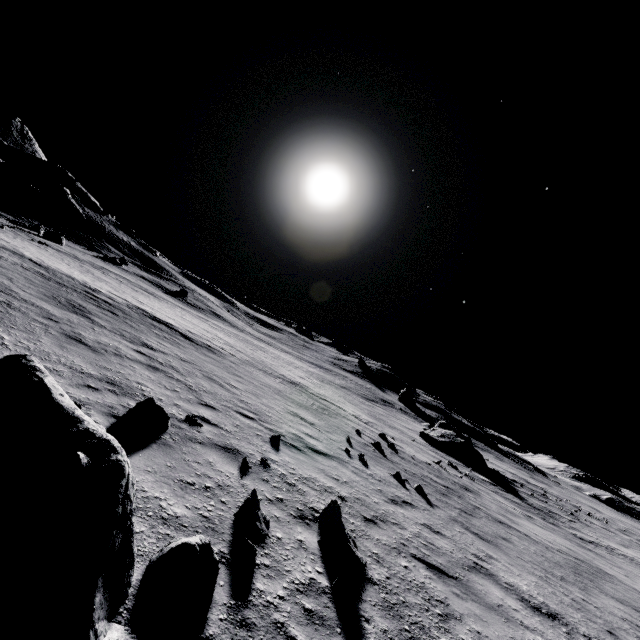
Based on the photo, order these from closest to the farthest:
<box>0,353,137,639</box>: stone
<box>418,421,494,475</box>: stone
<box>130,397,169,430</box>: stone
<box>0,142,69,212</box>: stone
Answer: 1. <box>0,353,137,639</box>: stone
2. <box>130,397,169,430</box>: stone
3. <box>418,421,494,475</box>: stone
4. <box>0,142,69,212</box>: stone

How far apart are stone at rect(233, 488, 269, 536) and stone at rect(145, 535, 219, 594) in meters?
1.1

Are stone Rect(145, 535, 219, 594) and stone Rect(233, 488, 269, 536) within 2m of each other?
yes

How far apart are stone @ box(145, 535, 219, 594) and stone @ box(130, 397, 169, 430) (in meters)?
2.84

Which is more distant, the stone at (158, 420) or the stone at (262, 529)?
the stone at (158, 420)

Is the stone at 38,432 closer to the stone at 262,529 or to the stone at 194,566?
the stone at 194,566

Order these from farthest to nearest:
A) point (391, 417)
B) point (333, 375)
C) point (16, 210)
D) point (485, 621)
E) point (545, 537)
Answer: point (333, 375), point (16, 210), point (391, 417), point (545, 537), point (485, 621)

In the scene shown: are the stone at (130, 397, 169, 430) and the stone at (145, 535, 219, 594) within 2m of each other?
no
